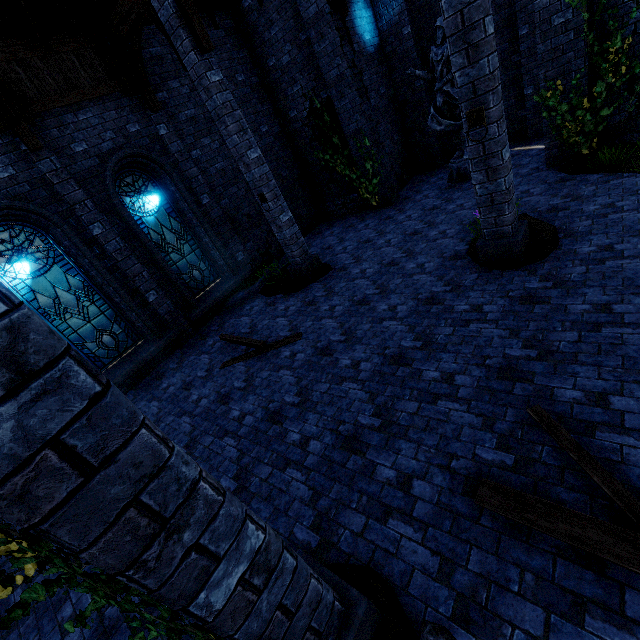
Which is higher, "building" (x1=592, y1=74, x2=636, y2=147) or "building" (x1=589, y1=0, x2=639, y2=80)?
"building" (x1=589, y1=0, x2=639, y2=80)

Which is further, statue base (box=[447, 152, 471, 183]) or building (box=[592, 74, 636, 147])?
statue base (box=[447, 152, 471, 183])

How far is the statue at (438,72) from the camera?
8.5m

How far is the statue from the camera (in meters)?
8.52

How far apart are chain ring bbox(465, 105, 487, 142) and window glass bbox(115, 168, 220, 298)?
7.8m

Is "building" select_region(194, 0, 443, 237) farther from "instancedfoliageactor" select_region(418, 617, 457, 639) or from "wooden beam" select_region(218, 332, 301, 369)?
"instancedfoliageactor" select_region(418, 617, 457, 639)

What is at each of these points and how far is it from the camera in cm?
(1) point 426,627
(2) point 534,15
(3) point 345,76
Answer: (1) instancedfoliageactor, 241
(2) building, 861
(3) building, 929

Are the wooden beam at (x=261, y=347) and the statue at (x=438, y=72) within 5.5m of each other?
no
